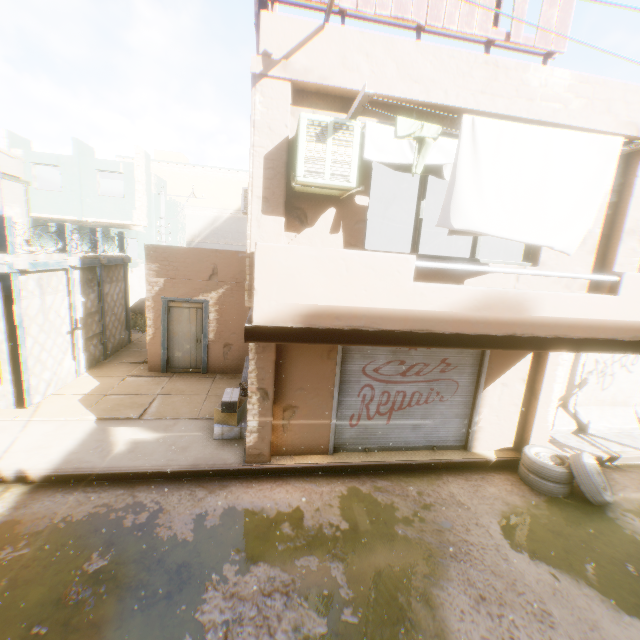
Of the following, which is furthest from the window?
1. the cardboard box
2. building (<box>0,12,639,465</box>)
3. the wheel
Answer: the wheel

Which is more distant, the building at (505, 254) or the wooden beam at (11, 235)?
the building at (505, 254)

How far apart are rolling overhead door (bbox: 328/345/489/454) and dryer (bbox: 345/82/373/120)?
0.6 meters

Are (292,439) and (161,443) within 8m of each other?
yes

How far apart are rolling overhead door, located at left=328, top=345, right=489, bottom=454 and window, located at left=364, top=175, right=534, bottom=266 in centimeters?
134cm

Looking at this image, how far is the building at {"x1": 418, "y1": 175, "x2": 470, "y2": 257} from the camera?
9.9 meters

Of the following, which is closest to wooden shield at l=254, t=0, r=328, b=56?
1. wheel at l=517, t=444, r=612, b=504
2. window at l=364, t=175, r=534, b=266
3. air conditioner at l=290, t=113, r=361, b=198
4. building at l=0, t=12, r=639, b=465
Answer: building at l=0, t=12, r=639, b=465

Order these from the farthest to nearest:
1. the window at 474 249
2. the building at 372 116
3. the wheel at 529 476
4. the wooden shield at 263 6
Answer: the wheel at 529 476
the window at 474 249
the building at 372 116
the wooden shield at 263 6
